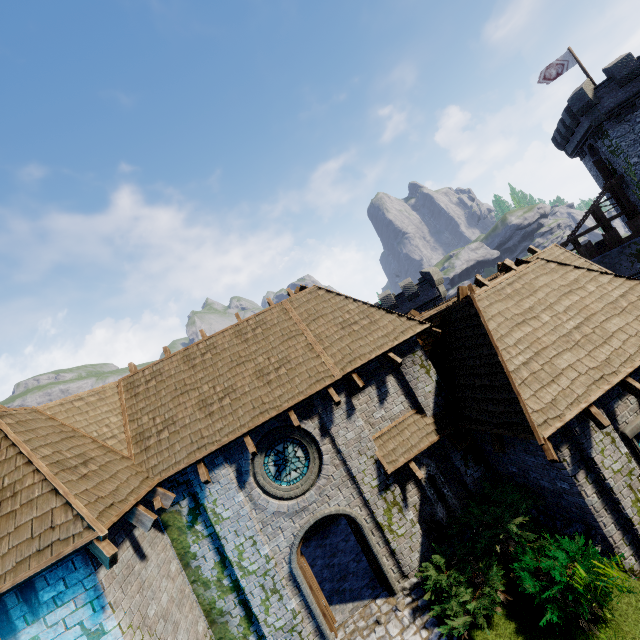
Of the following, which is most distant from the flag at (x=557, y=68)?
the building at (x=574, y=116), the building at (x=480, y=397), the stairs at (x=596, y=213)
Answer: the building at (x=480, y=397)

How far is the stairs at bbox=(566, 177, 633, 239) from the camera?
28.73m

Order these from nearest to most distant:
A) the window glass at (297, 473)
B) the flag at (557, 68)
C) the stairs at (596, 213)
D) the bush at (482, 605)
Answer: the bush at (482, 605), the window glass at (297, 473), the flag at (557, 68), the stairs at (596, 213)

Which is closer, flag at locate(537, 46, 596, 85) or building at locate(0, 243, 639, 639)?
building at locate(0, 243, 639, 639)

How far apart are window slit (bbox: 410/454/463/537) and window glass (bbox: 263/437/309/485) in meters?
3.0 m

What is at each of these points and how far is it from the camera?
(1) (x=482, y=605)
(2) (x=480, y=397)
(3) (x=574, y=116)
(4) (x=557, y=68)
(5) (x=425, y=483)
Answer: (1) bush, 7.08m
(2) building, 8.88m
(3) building, 28.09m
(4) flag, 27.58m
(5) window slit, 9.55m

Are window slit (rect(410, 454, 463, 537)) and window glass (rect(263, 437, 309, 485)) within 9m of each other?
yes

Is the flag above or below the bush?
above
